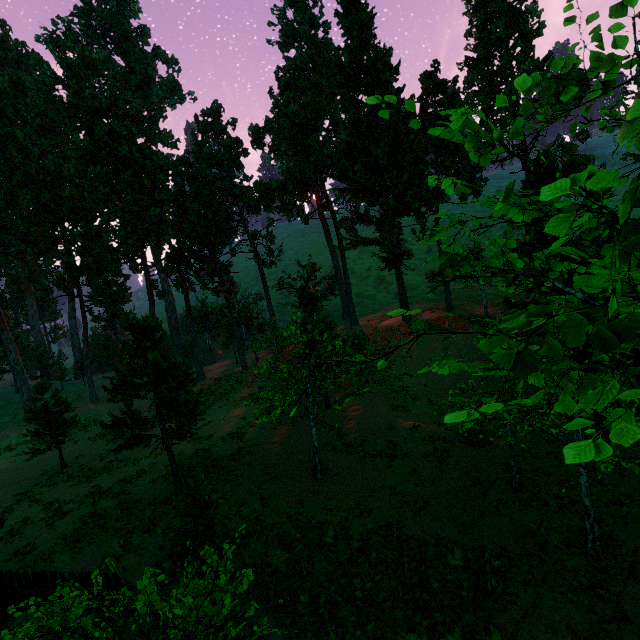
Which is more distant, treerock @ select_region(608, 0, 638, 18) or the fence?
the fence

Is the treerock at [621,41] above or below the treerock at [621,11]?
below

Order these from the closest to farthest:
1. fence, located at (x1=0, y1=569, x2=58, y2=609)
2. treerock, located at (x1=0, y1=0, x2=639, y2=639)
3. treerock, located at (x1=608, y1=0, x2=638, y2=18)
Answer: treerock, located at (x1=0, y1=0, x2=639, y2=639), treerock, located at (x1=608, y1=0, x2=638, y2=18), fence, located at (x1=0, y1=569, x2=58, y2=609)

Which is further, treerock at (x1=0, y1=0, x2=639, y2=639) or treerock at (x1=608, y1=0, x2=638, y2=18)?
treerock at (x1=608, y1=0, x2=638, y2=18)

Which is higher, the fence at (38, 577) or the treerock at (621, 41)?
the treerock at (621, 41)

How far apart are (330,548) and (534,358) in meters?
11.8

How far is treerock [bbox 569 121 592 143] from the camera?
7.09m
